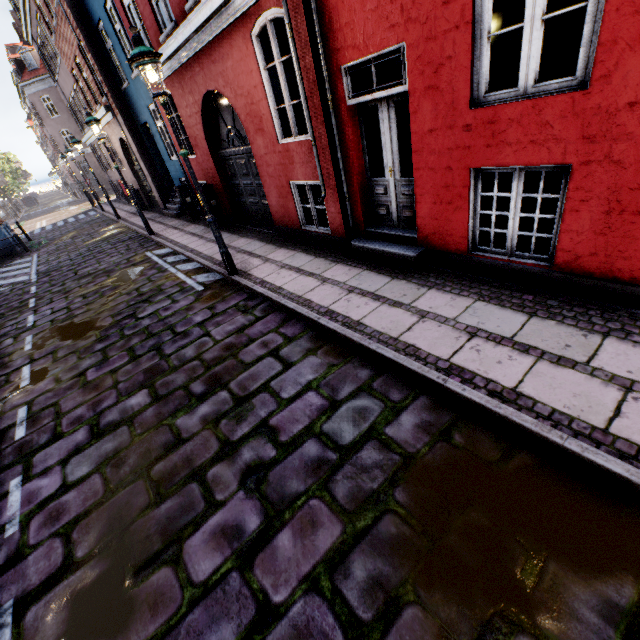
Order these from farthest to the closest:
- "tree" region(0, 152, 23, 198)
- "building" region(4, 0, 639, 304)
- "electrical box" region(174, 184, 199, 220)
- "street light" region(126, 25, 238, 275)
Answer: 1. "tree" region(0, 152, 23, 198)
2. "electrical box" region(174, 184, 199, 220)
3. "street light" region(126, 25, 238, 275)
4. "building" region(4, 0, 639, 304)

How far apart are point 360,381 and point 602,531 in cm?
214

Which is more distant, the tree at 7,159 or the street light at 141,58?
the tree at 7,159

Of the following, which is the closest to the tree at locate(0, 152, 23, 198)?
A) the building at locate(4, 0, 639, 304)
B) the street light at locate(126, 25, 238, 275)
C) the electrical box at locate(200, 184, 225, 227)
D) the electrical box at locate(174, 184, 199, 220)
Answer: the street light at locate(126, 25, 238, 275)

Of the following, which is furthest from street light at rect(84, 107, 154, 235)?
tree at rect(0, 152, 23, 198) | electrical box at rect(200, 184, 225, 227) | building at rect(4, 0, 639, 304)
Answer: electrical box at rect(200, 184, 225, 227)

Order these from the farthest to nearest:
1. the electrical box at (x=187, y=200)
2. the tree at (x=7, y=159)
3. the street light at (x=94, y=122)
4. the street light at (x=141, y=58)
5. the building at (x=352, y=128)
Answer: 1. the tree at (x=7, y=159)
2. the electrical box at (x=187, y=200)
3. the street light at (x=94, y=122)
4. the street light at (x=141, y=58)
5. the building at (x=352, y=128)

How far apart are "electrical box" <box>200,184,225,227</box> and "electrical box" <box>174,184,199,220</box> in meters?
2.1 m

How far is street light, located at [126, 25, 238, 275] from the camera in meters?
4.6 m
